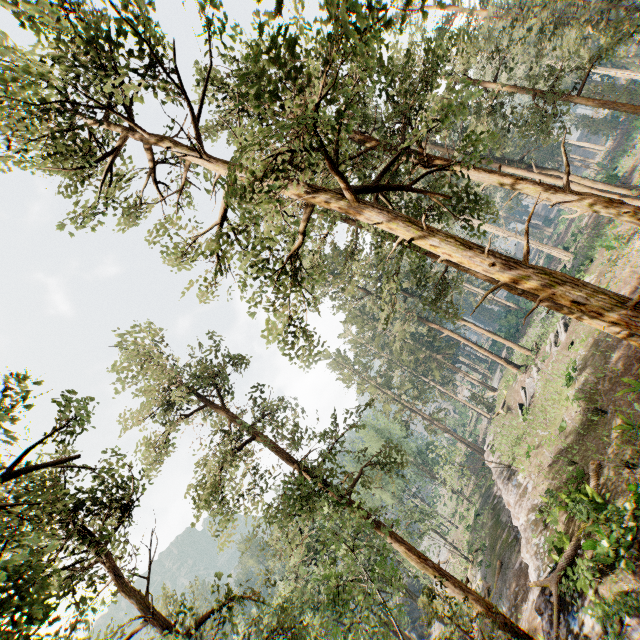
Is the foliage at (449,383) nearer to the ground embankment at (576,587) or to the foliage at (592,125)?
the foliage at (592,125)

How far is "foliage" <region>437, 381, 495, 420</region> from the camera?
50.4 meters

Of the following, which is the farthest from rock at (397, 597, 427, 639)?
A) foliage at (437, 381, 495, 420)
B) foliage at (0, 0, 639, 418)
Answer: foliage at (437, 381, 495, 420)

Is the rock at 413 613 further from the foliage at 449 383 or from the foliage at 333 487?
the foliage at 449 383

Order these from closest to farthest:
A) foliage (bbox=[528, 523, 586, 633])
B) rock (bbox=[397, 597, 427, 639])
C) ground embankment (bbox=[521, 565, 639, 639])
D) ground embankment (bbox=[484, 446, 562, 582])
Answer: ground embankment (bbox=[521, 565, 639, 639])
foliage (bbox=[528, 523, 586, 633])
ground embankment (bbox=[484, 446, 562, 582])
rock (bbox=[397, 597, 427, 639])

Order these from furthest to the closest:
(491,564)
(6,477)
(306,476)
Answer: (491,564) < (306,476) < (6,477)

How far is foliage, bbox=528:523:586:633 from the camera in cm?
1303

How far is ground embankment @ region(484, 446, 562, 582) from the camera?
15.8 meters
